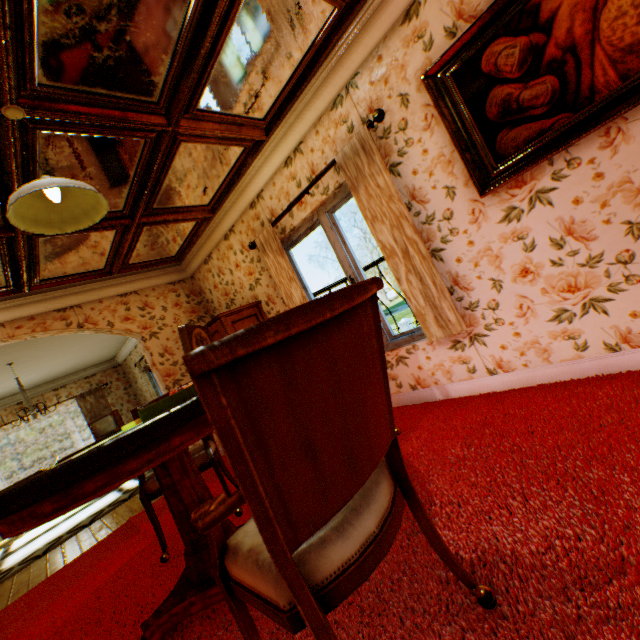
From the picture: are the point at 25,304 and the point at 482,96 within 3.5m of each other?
no

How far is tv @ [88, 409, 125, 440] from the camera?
8.9m

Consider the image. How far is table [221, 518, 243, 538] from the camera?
1.9m

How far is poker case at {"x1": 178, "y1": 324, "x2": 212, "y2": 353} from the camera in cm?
179

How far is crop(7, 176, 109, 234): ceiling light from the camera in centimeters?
169cm

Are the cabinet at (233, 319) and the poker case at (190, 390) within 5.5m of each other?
yes

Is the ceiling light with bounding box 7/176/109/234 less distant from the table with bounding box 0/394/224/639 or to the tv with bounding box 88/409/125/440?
the table with bounding box 0/394/224/639

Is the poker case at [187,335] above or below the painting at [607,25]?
below
